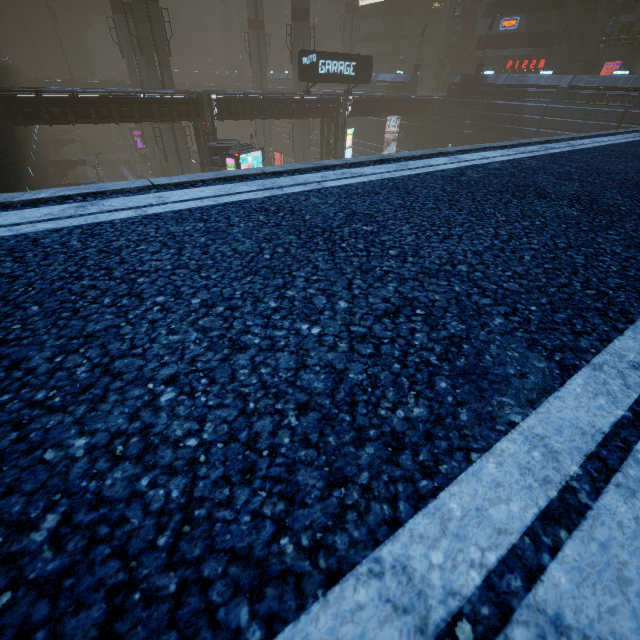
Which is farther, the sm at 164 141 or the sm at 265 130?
the sm at 265 130

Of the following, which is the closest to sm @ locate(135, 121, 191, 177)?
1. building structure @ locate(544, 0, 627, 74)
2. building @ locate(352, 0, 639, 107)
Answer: building @ locate(352, 0, 639, 107)

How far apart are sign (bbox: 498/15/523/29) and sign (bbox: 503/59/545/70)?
3.7 meters

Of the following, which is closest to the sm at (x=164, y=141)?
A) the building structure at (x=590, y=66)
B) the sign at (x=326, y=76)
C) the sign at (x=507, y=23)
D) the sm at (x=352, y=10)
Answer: the sign at (x=326, y=76)

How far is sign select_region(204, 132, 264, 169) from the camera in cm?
1991

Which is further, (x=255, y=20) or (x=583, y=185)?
(x=255, y=20)

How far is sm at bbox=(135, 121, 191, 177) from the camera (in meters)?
33.06
